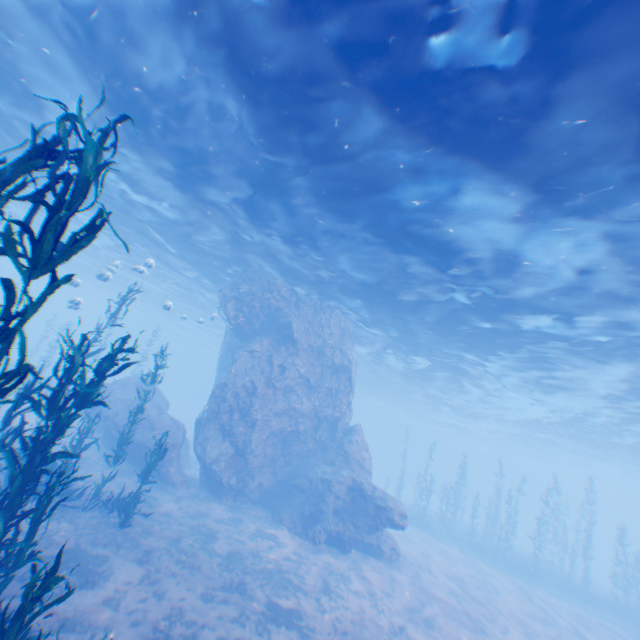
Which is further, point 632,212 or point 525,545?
point 525,545

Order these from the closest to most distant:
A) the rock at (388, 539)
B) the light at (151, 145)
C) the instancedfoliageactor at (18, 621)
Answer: the instancedfoliageactor at (18, 621) < the light at (151, 145) < the rock at (388, 539)

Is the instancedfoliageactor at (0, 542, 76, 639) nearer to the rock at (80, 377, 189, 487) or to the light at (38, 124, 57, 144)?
the rock at (80, 377, 189, 487)

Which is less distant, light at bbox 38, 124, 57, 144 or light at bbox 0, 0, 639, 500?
light at bbox 0, 0, 639, 500

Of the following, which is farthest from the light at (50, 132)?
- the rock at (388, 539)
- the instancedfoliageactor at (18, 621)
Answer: the instancedfoliageactor at (18, 621)

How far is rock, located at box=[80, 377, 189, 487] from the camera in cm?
1566

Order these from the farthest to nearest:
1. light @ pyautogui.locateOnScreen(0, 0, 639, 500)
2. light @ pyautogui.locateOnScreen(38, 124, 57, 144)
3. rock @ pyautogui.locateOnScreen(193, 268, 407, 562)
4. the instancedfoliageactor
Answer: rock @ pyautogui.locateOnScreen(193, 268, 407, 562)
light @ pyautogui.locateOnScreen(38, 124, 57, 144)
light @ pyautogui.locateOnScreen(0, 0, 639, 500)
the instancedfoliageactor
